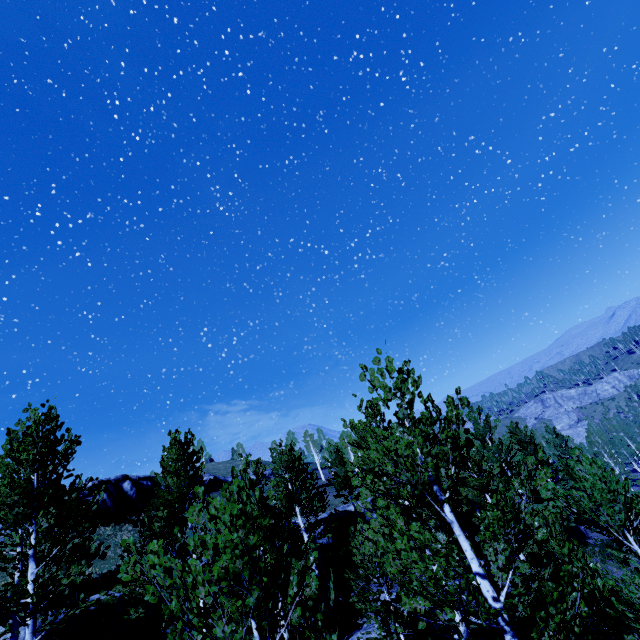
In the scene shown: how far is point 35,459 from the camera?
9.29m

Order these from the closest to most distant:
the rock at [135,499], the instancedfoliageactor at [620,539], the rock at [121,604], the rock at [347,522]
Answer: the instancedfoliageactor at [620,539], the rock at [121,604], the rock at [347,522], the rock at [135,499]

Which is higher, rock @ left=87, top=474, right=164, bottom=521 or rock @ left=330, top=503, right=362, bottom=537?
rock @ left=87, top=474, right=164, bottom=521

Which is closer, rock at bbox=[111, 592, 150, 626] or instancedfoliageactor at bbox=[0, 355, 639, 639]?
instancedfoliageactor at bbox=[0, 355, 639, 639]

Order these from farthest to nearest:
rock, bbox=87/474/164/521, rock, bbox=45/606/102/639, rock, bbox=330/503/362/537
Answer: rock, bbox=87/474/164/521 → rock, bbox=330/503/362/537 → rock, bbox=45/606/102/639

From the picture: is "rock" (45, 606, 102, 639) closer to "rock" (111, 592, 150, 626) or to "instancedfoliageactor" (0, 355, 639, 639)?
"rock" (111, 592, 150, 626)

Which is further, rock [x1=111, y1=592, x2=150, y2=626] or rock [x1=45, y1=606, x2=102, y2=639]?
rock [x1=111, y1=592, x2=150, y2=626]

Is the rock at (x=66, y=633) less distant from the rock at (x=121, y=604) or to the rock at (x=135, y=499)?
the rock at (x=121, y=604)
